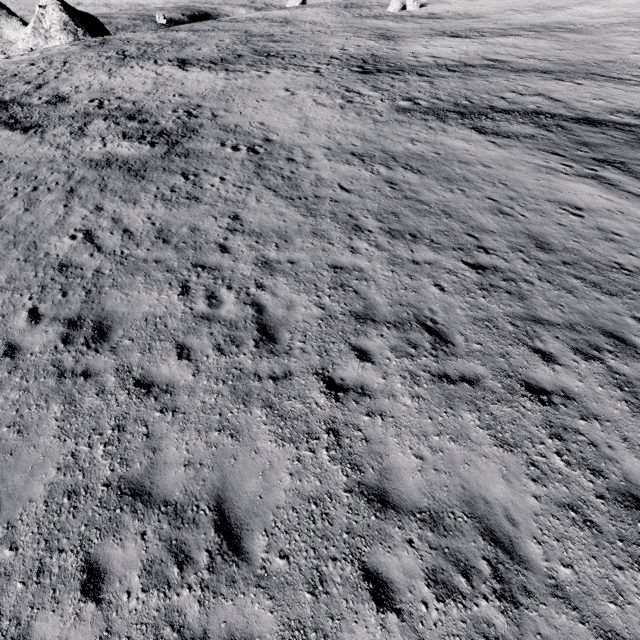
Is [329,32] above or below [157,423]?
above
